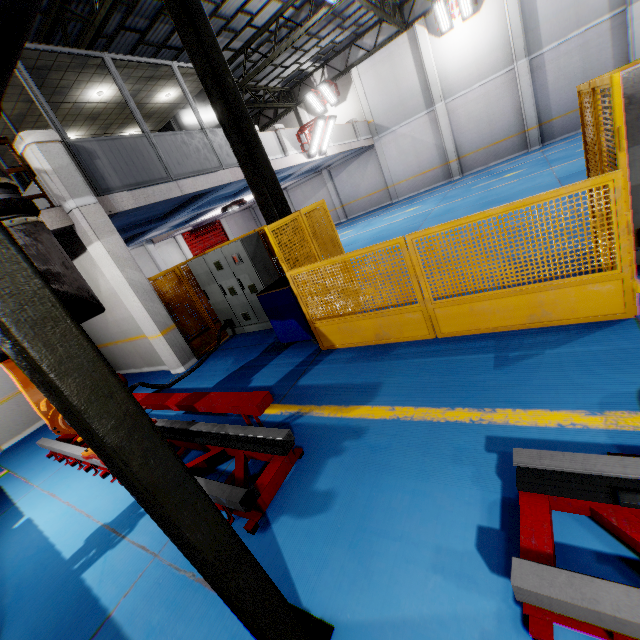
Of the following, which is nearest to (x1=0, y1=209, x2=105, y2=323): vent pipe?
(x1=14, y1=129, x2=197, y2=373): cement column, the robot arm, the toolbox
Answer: the robot arm

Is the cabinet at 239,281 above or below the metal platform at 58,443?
above

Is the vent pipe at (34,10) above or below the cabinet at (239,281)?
above

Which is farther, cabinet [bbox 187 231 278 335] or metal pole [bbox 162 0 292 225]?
cabinet [bbox 187 231 278 335]

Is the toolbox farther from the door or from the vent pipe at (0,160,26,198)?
the door

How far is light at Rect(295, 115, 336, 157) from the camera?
13.1 meters

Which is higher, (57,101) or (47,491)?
(57,101)

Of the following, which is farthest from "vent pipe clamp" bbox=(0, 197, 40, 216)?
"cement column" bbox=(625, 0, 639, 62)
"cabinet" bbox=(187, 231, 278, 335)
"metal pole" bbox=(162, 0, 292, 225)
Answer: "cement column" bbox=(625, 0, 639, 62)
